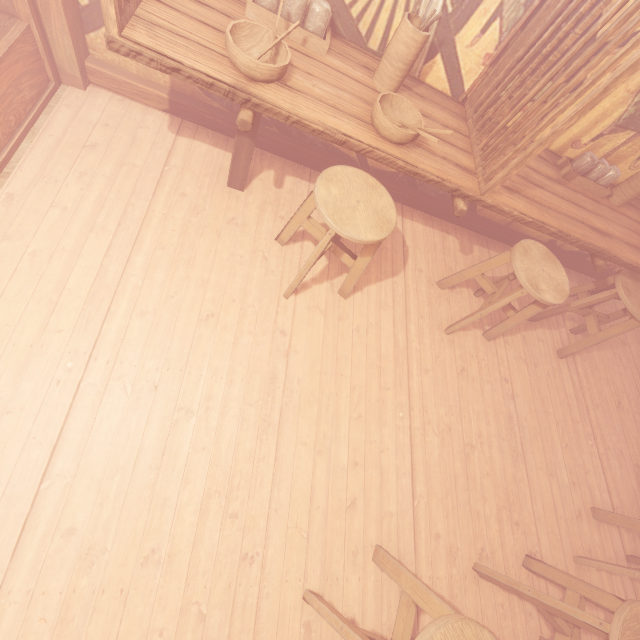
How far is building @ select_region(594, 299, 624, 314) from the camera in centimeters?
657cm

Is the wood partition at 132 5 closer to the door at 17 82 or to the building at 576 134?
the building at 576 134

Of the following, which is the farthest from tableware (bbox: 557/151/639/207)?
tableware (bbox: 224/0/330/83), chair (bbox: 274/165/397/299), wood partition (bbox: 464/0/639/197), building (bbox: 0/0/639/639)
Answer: tableware (bbox: 224/0/330/83)

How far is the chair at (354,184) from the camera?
3.0 meters

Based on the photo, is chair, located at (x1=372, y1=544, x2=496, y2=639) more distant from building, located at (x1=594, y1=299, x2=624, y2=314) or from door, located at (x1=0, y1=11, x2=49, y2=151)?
door, located at (x1=0, y1=11, x2=49, y2=151)

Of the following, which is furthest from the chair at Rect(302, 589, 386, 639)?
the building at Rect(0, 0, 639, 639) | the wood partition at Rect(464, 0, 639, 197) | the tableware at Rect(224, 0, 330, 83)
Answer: the tableware at Rect(224, 0, 330, 83)

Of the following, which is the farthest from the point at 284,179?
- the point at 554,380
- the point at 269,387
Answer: the point at 554,380

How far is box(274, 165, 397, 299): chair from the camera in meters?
3.0 m
